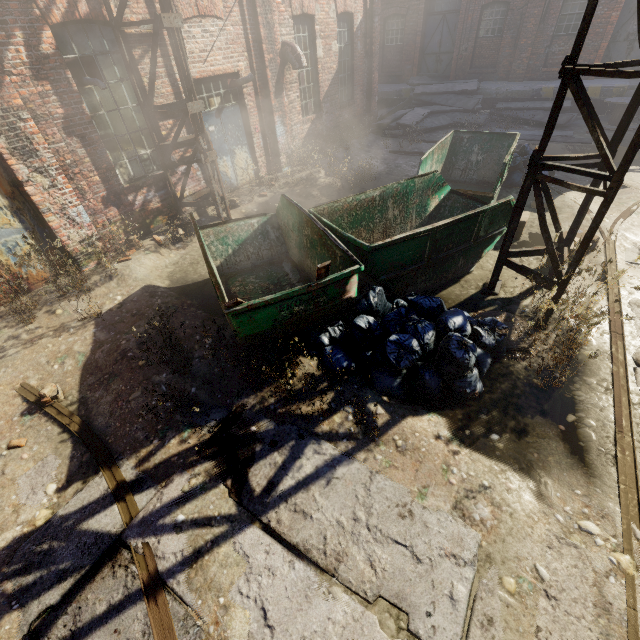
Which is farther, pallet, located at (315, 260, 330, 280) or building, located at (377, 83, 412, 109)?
building, located at (377, 83, 412, 109)

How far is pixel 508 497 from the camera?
3.2m

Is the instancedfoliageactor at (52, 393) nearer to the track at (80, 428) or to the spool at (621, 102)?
the track at (80, 428)

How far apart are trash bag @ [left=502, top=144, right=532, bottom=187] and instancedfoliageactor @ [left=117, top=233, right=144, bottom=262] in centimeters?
916cm

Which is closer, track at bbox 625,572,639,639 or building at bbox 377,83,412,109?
track at bbox 625,572,639,639

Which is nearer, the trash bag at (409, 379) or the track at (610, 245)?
the trash bag at (409, 379)

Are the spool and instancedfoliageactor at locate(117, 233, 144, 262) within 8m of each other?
no

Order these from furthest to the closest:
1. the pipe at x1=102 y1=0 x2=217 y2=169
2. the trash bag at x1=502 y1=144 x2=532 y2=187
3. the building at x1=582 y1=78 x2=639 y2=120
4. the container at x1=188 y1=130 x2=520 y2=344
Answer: the building at x1=582 y1=78 x2=639 y2=120, the trash bag at x1=502 y1=144 x2=532 y2=187, the pipe at x1=102 y1=0 x2=217 y2=169, the container at x1=188 y1=130 x2=520 y2=344
